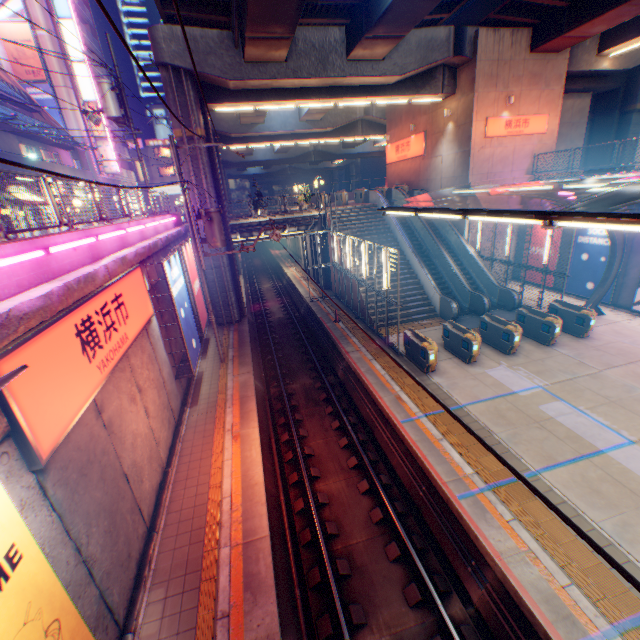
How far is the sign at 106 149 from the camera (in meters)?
35.25

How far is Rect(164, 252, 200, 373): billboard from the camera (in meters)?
11.48

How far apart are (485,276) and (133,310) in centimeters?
1916cm

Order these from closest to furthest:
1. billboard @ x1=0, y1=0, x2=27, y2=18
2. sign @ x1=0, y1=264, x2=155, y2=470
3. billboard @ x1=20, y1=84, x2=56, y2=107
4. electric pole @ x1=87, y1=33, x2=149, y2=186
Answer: sign @ x1=0, y1=264, x2=155, y2=470 < electric pole @ x1=87, y1=33, x2=149, y2=186 < billboard @ x1=0, y1=0, x2=27, y2=18 < billboard @ x1=20, y1=84, x2=56, y2=107

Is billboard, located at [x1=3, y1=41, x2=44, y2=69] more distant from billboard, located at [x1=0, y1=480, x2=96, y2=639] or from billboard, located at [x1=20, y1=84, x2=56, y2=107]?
billboard, located at [x1=0, y1=480, x2=96, y2=639]

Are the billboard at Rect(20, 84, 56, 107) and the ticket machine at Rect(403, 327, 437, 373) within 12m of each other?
no

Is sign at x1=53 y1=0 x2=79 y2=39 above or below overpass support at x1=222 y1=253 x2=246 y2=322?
above

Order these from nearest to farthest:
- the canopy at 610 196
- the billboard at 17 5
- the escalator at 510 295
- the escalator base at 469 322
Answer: the canopy at 610 196, the escalator base at 469 322, the escalator at 510 295, the billboard at 17 5
